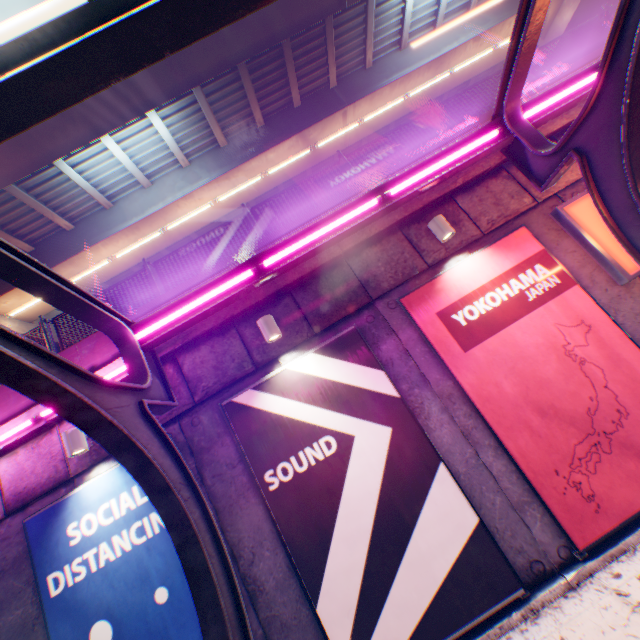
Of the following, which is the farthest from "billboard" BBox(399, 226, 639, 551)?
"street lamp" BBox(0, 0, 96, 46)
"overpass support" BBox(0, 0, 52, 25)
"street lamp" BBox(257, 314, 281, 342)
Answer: "overpass support" BBox(0, 0, 52, 25)

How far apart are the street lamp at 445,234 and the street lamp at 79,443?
7.0m

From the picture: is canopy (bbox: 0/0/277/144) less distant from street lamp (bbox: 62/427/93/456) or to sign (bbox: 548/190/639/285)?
sign (bbox: 548/190/639/285)

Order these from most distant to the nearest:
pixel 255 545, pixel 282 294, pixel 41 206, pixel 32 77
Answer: pixel 41 206 → pixel 282 294 → pixel 255 545 → pixel 32 77

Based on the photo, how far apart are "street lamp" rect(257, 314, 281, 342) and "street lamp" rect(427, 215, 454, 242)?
3.24m

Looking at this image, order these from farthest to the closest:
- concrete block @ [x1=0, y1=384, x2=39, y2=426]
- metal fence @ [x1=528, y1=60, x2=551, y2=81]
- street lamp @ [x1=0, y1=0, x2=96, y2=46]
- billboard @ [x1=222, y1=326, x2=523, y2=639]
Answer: metal fence @ [x1=528, y1=60, x2=551, y2=81]
concrete block @ [x1=0, y1=384, x2=39, y2=426]
billboard @ [x1=222, y1=326, x2=523, y2=639]
street lamp @ [x1=0, y1=0, x2=96, y2=46]

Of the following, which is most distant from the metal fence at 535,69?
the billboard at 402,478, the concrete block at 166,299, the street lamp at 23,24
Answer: the billboard at 402,478

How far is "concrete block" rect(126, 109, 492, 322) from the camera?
6.29m
